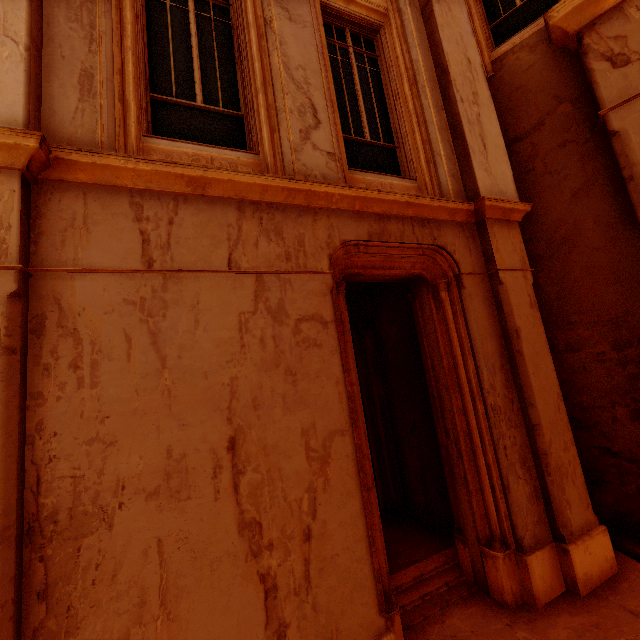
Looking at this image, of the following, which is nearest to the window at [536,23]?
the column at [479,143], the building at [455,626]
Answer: the column at [479,143]

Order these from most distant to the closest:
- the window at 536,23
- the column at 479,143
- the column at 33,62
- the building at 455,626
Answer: the window at 536,23 < the column at 479,143 < the building at 455,626 < the column at 33,62

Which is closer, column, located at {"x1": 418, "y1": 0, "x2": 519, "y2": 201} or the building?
the building

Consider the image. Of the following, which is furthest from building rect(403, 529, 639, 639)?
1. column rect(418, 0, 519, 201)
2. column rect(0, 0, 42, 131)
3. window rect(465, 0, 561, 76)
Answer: window rect(465, 0, 561, 76)

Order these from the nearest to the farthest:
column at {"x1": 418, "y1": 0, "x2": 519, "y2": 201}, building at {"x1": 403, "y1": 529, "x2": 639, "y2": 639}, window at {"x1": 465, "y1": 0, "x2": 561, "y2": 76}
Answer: building at {"x1": 403, "y1": 529, "x2": 639, "y2": 639}
column at {"x1": 418, "y1": 0, "x2": 519, "y2": 201}
window at {"x1": 465, "y1": 0, "x2": 561, "y2": 76}

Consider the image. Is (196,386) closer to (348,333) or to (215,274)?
(215,274)

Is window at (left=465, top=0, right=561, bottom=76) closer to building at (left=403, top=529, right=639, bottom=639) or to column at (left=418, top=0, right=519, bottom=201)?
column at (left=418, top=0, right=519, bottom=201)

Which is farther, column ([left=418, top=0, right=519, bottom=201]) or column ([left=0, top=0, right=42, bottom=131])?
column ([left=418, top=0, right=519, bottom=201])
